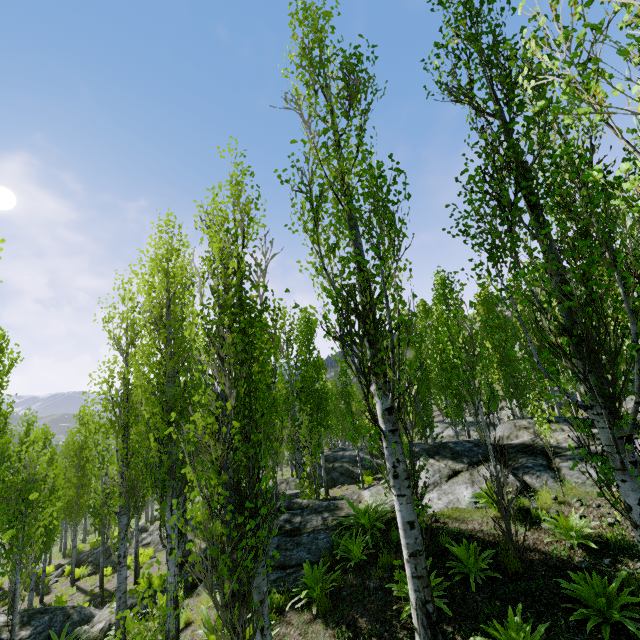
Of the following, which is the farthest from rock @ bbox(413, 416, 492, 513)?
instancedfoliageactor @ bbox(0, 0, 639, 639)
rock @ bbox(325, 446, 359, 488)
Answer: rock @ bbox(325, 446, 359, 488)

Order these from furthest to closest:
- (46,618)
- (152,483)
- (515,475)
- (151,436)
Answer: (46,618)
(515,475)
(152,483)
(151,436)

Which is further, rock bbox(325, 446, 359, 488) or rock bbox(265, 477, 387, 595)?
rock bbox(325, 446, 359, 488)

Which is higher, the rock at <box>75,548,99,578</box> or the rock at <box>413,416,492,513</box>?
the rock at <box>413,416,492,513</box>

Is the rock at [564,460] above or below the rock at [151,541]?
above

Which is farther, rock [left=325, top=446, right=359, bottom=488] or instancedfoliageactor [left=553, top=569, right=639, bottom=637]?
rock [left=325, top=446, right=359, bottom=488]

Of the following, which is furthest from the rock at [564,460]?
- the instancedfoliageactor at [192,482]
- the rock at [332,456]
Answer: the rock at [332,456]
